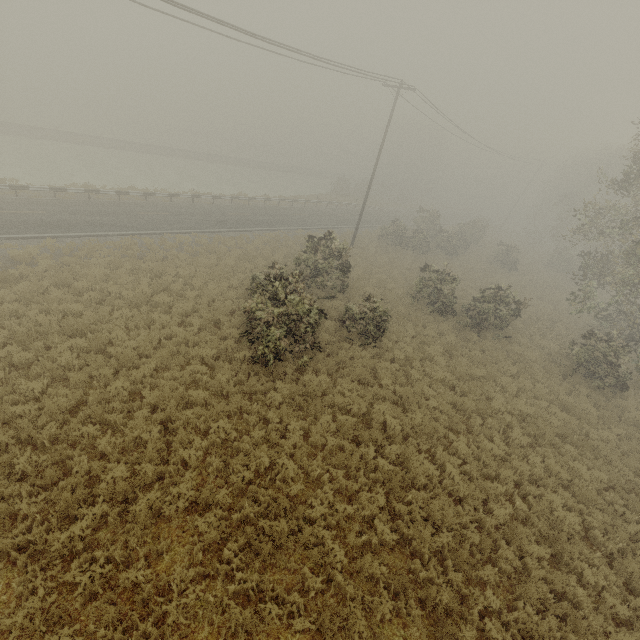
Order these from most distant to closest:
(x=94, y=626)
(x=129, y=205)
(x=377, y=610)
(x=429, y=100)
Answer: (x=129, y=205) < (x=429, y=100) < (x=377, y=610) < (x=94, y=626)
